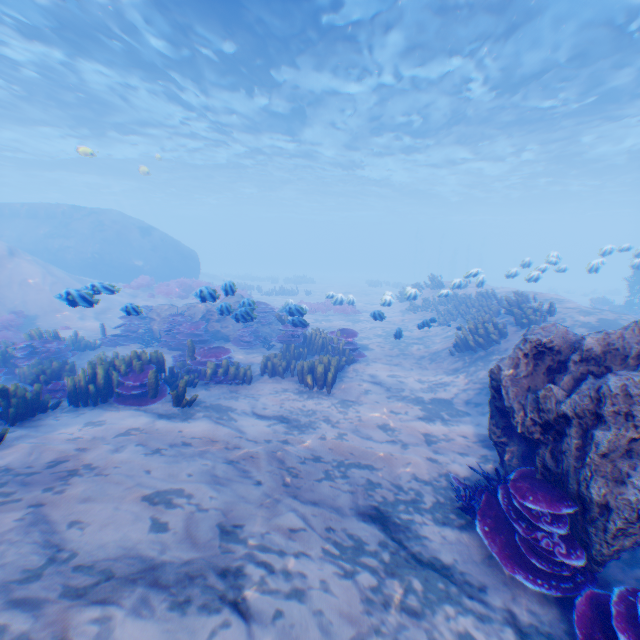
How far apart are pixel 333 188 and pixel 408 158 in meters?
16.4 m

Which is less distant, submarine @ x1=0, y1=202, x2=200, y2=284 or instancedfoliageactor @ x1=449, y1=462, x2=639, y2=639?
instancedfoliageactor @ x1=449, y1=462, x2=639, y2=639

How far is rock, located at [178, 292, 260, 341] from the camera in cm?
882

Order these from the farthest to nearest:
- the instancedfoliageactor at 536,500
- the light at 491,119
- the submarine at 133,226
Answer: the submarine at 133,226
the light at 491,119
the instancedfoliageactor at 536,500

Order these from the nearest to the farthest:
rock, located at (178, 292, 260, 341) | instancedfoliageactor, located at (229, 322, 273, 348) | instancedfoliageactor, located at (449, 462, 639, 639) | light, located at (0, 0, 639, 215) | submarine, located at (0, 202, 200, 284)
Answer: instancedfoliageactor, located at (449, 462, 639, 639) → rock, located at (178, 292, 260, 341) → instancedfoliageactor, located at (229, 322, 273, 348) → light, located at (0, 0, 639, 215) → submarine, located at (0, 202, 200, 284)

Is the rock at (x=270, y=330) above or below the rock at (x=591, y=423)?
below

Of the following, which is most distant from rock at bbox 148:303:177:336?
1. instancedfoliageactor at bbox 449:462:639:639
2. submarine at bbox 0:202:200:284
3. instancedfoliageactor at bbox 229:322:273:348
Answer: instancedfoliageactor at bbox 449:462:639:639
